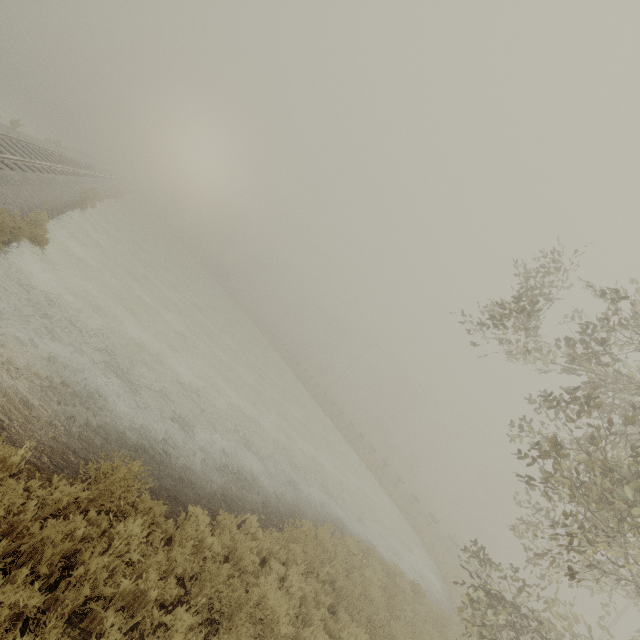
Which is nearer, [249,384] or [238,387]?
[238,387]
